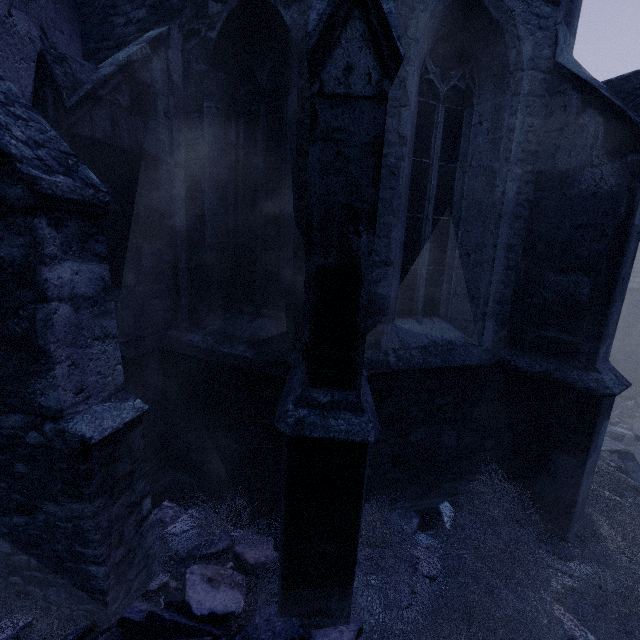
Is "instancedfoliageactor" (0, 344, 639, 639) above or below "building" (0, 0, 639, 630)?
below

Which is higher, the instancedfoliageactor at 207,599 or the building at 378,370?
the building at 378,370

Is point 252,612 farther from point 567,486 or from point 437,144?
point 437,144
